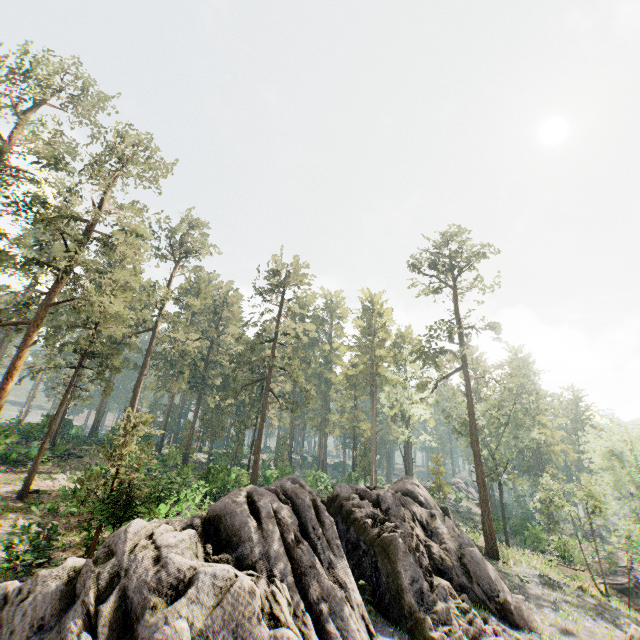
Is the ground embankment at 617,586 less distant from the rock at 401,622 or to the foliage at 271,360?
the foliage at 271,360

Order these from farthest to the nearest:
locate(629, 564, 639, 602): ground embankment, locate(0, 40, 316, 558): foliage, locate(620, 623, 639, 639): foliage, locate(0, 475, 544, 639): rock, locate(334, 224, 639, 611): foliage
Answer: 1. locate(629, 564, 639, 602): ground embankment
2. locate(334, 224, 639, 611): foliage
3. locate(0, 40, 316, 558): foliage
4. locate(620, 623, 639, 639): foliage
5. locate(0, 475, 544, 639): rock

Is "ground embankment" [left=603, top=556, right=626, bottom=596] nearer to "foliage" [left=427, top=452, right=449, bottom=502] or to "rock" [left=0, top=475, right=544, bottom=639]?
"foliage" [left=427, top=452, right=449, bottom=502]

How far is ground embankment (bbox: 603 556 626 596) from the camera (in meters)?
32.34

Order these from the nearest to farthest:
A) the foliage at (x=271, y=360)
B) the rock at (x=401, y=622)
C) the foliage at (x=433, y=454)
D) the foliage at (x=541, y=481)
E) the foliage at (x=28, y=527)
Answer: the rock at (x=401, y=622)
the foliage at (x=28, y=527)
the foliage at (x=271, y=360)
the foliage at (x=541, y=481)
the foliage at (x=433, y=454)

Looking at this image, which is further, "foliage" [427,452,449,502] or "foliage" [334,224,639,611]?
"foliage" [427,452,449,502]

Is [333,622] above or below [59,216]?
below

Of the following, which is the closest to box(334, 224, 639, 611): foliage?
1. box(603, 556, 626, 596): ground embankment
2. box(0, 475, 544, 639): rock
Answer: box(0, 475, 544, 639): rock
